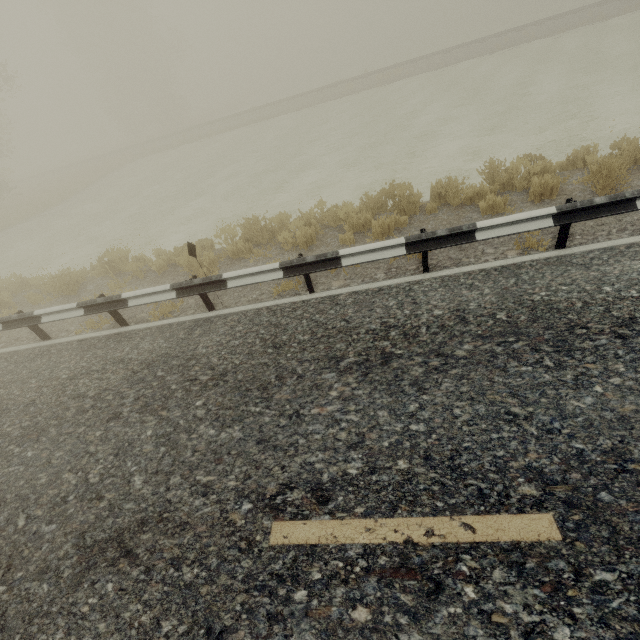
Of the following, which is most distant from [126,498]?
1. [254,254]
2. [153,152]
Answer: [153,152]
